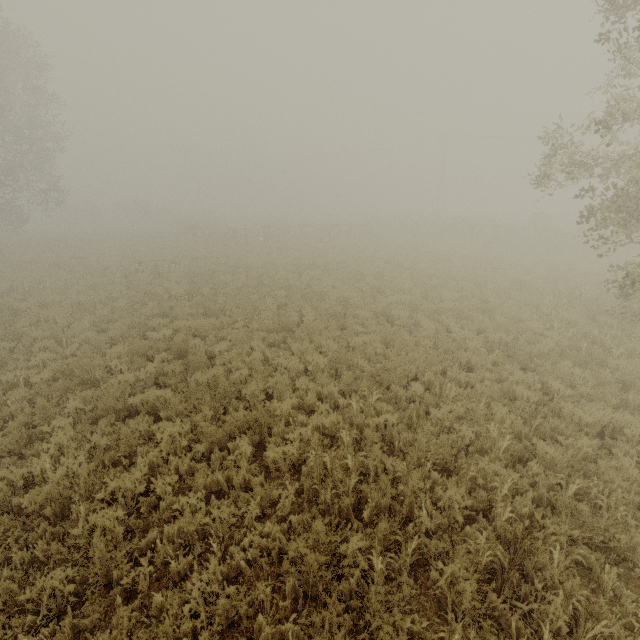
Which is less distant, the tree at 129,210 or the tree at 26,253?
the tree at 26,253

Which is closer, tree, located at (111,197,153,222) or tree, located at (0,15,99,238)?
tree, located at (0,15,99,238)

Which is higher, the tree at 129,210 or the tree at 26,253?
the tree at 129,210

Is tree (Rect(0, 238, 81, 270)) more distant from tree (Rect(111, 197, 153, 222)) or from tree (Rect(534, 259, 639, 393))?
tree (Rect(534, 259, 639, 393))

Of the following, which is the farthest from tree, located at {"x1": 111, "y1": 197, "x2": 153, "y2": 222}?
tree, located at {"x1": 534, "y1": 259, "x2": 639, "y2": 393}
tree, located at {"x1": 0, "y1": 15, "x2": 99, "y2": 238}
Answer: tree, located at {"x1": 534, "y1": 259, "x2": 639, "y2": 393}

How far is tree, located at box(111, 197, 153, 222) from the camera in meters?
51.6

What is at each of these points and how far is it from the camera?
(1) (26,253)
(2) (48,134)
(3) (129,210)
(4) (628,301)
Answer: (1) tree, 24.48m
(2) tree, 27.78m
(3) tree, 52.06m
(4) tree, 12.46m
